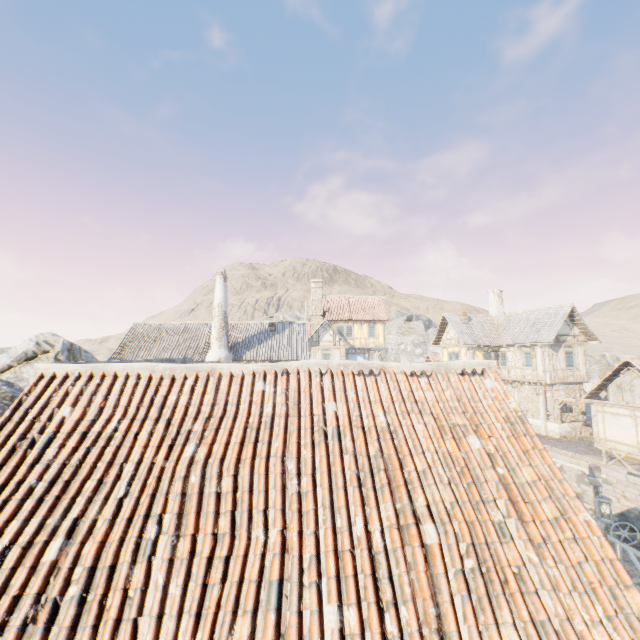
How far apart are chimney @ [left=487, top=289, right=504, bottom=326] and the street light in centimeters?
2414cm

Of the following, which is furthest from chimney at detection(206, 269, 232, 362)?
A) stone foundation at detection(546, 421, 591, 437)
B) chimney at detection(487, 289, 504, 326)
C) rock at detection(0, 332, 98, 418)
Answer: chimney at detection(487, 289, 504, 326)

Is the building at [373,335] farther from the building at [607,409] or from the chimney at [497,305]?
the building at [607,409]

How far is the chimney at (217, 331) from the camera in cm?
2148

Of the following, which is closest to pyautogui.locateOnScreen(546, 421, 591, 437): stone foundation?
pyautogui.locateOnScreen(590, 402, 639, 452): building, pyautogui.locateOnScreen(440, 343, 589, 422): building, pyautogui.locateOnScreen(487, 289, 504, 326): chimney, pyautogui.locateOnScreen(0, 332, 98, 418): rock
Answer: pyautogui.locateOnScreen(440, 343, 589, 422): building

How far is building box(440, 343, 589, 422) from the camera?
24.4m

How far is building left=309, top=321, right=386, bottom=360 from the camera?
33.8m

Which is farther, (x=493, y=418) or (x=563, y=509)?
(x=493, y=418)
